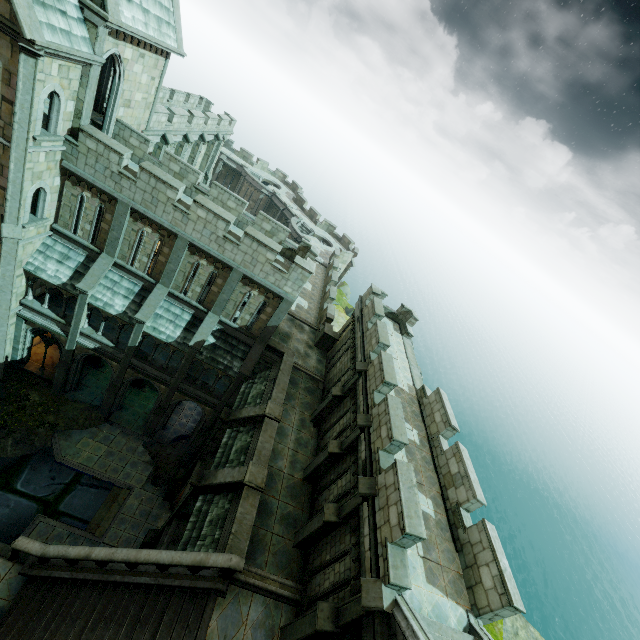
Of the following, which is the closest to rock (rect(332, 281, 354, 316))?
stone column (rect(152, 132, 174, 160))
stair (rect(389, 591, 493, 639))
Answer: stone column (rect(152, 132, 174, 160))

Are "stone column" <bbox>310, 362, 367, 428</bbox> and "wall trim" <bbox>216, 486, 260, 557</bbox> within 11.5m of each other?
yes

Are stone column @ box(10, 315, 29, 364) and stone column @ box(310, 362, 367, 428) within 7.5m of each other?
no

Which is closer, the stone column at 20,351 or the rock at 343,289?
the stone column at 20,351

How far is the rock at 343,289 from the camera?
54.5 meters

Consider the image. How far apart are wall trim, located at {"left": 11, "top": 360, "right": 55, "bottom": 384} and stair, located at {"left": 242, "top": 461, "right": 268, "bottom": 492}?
16.52m

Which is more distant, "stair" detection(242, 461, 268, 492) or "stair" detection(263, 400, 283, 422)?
"stair" detection(263, 400, 283, 422)

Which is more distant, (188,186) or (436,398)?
(188,186)
